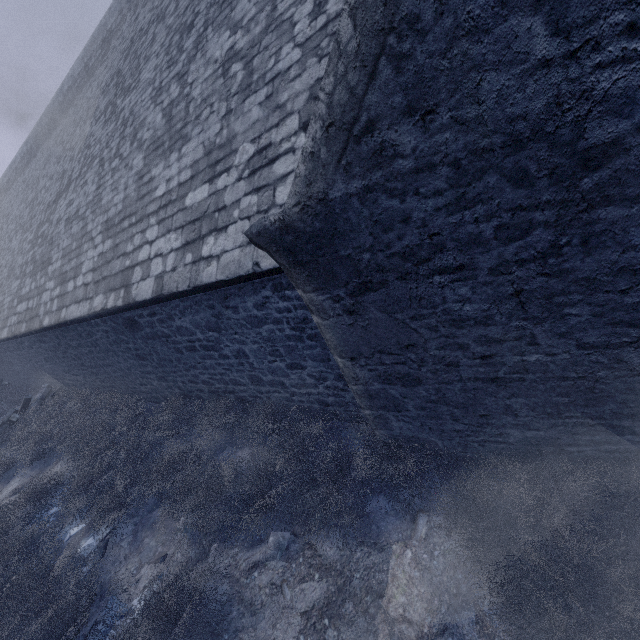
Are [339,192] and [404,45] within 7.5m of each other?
yes

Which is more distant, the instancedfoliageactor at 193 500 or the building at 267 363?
the instancedfoliageactor at 193 500

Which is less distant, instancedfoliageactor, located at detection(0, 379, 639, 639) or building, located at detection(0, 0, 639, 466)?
building, located at detection(0, 0, 639, 466)

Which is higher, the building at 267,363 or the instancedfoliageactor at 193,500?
the building at 267,363

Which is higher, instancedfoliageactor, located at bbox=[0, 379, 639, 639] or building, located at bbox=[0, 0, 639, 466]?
building, located at bbox=[0, 0, 639, 466]
